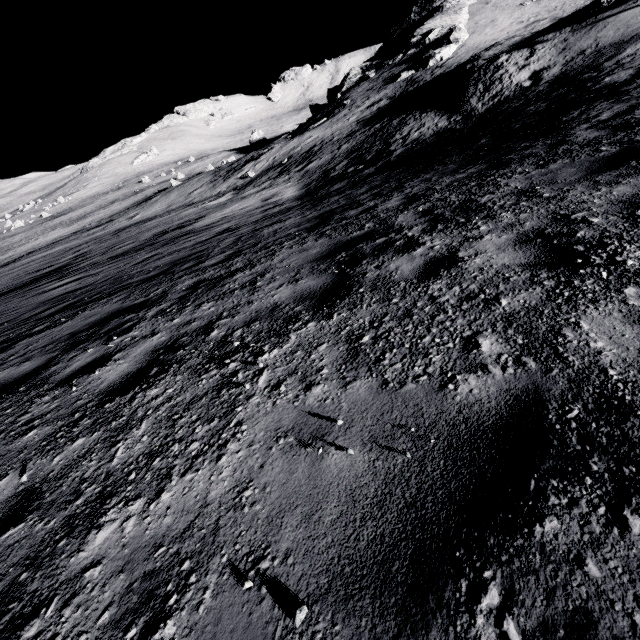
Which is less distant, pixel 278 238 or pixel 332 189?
pixel 278 238

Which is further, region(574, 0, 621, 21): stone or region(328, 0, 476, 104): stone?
region(328, 0, 476, 104): stone

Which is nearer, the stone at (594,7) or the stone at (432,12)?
the stone at (594,7)

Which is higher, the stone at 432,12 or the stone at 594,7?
the stone at 432,12

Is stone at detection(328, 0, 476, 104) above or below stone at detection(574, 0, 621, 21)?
above
